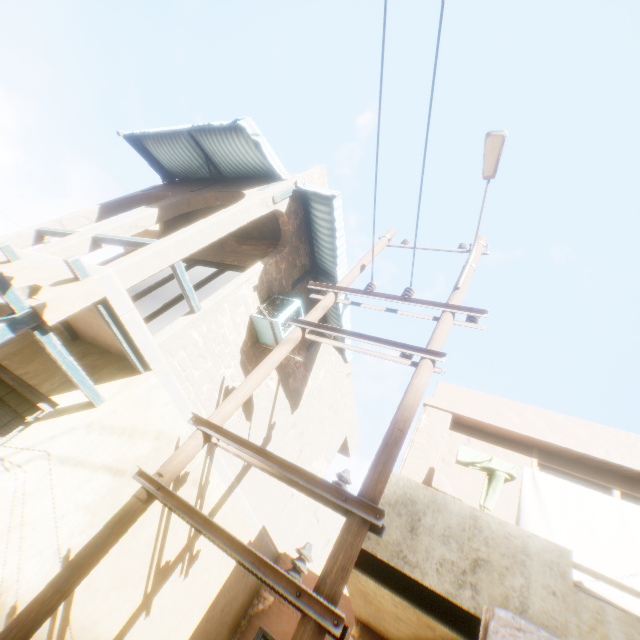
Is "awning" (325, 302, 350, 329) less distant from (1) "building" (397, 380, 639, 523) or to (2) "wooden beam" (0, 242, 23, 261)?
(1) "building" (397, 380, 639, 523)

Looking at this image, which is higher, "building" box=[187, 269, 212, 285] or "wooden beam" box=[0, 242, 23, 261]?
"building" box=[187, 269, 212, 285]

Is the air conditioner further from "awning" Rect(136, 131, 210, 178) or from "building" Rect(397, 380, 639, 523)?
"awning" Rect(136, 131, 210, 178)

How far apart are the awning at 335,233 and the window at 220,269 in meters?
1.4 m

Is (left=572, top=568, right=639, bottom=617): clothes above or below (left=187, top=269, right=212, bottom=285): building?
below

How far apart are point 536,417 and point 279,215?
6.37m

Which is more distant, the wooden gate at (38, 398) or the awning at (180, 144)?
the awning at (180, 144)

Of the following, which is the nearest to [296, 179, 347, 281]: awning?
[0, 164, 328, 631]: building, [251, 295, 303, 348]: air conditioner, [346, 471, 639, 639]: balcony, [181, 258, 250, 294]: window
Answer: [0, 164, 328, 631]: building
